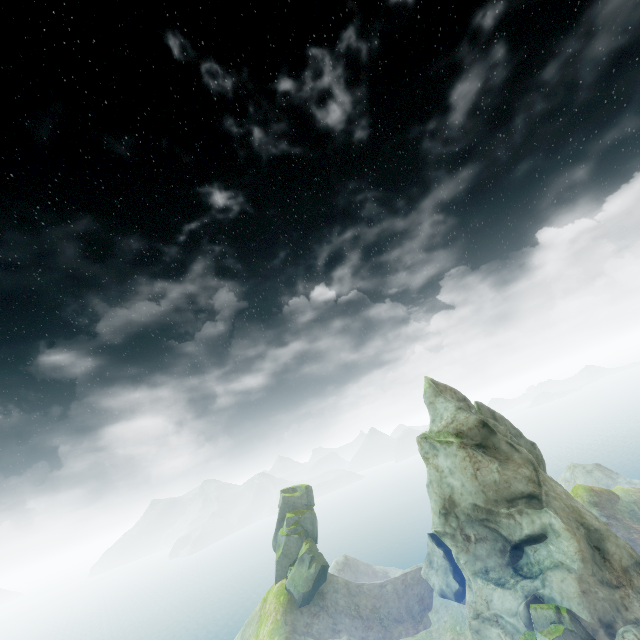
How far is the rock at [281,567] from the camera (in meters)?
52.62

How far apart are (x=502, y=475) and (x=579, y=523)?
7.1 meters

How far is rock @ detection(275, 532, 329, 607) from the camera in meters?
52.6 m

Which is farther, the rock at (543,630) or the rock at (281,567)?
the rock at (281,567)

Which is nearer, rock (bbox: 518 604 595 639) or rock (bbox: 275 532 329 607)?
rock (bbox: 518 604 595 639)
